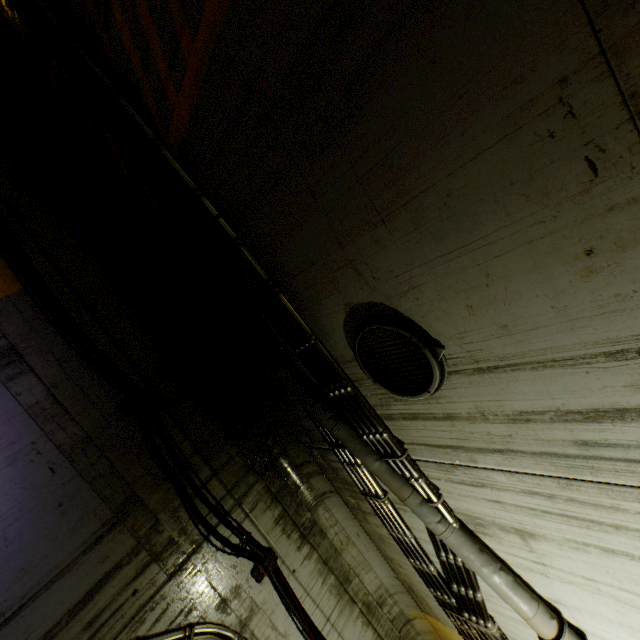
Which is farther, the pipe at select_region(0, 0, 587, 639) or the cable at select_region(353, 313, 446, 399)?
the pipe at select_region(0, 0, 587, 639)

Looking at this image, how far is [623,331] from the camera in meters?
1.6 m

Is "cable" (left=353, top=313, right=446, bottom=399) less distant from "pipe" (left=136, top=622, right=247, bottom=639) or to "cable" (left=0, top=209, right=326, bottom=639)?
"pipe" (left=136, top=622, right=247, bottom=639)

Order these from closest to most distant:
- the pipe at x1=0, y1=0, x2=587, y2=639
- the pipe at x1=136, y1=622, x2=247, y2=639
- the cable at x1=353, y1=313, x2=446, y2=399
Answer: the cable at x1=353, y1=313, x2=446, y2=399
the pipe at x1=0, y1=0, x2=587, y2=639
the pipe at x1=136, y1=622, x2=247, y2=639

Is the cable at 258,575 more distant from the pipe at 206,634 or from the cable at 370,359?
the cable at 370,359

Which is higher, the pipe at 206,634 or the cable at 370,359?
the cable at 370,359

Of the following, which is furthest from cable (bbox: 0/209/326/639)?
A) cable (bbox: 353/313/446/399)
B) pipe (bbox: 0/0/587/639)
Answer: cable (bbox: 353/313/446/399)

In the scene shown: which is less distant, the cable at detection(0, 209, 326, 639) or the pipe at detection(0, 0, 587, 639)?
the pipe at detection(0, 0, 587, 639)
